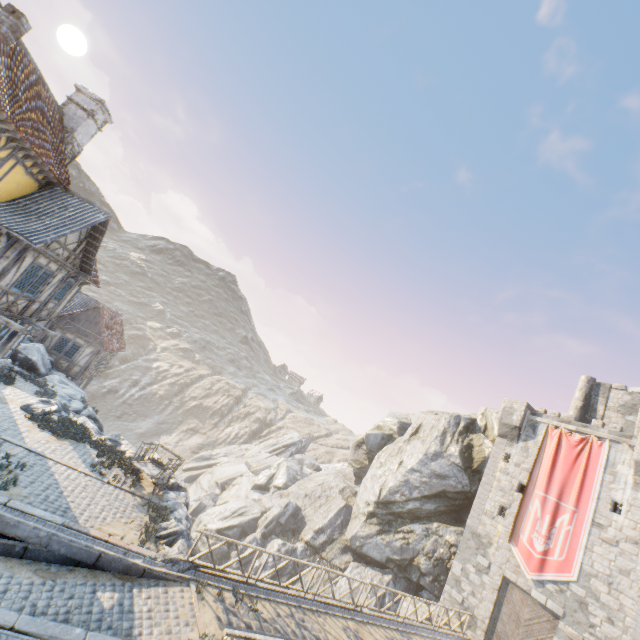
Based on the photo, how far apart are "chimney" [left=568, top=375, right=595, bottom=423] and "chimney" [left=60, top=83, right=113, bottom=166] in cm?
3630

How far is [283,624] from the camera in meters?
11.0

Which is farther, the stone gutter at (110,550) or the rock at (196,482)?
the rock at (196,482)

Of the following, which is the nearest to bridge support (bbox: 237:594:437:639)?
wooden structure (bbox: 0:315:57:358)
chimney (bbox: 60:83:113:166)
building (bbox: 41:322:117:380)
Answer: wooden structure (bbox: 0:315:57:358)

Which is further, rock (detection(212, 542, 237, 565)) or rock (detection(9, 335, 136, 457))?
rock (detection(212, 542, 237, 565))

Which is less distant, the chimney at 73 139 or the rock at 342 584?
the chimney at 73 139

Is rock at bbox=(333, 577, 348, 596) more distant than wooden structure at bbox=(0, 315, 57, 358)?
Yes

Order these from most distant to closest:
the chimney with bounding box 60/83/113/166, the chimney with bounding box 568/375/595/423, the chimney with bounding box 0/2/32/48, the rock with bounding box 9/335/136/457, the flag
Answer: the chimney with bounding box 568/375/595/423 < the flag < the rock with bounding box 9/335/136/457 < the chimney with bounding box 60/83/113/166 < the chimney with bounding box 0/2/32/48
